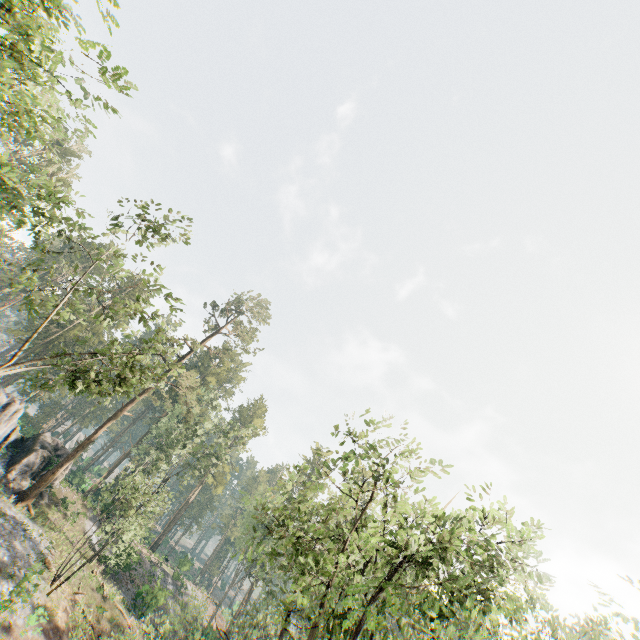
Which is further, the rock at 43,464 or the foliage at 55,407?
the foliage at 55,407

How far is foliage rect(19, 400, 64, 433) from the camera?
53.62m

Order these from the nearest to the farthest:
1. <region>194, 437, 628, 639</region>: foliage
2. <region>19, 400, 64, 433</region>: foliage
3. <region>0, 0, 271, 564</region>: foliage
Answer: <region>194, 437, 628, 639</region>: foliage
<region>0, 0, 271, 564</region>: foliage
<region>19, 400, 64, 433</region>: foliage

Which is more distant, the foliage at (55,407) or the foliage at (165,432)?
the foliage at (55,407)

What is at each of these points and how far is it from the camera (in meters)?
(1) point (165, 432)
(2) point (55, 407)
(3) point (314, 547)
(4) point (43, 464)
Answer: (1) foliage, 38.34
(2) foliage, 57.69
(3) foliage, 13.60
(4) rock, 32.72

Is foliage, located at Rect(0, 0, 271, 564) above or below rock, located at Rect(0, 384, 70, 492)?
above

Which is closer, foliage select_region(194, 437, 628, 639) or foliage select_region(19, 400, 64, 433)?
foliage select_region(194, 437, 628, 639)
